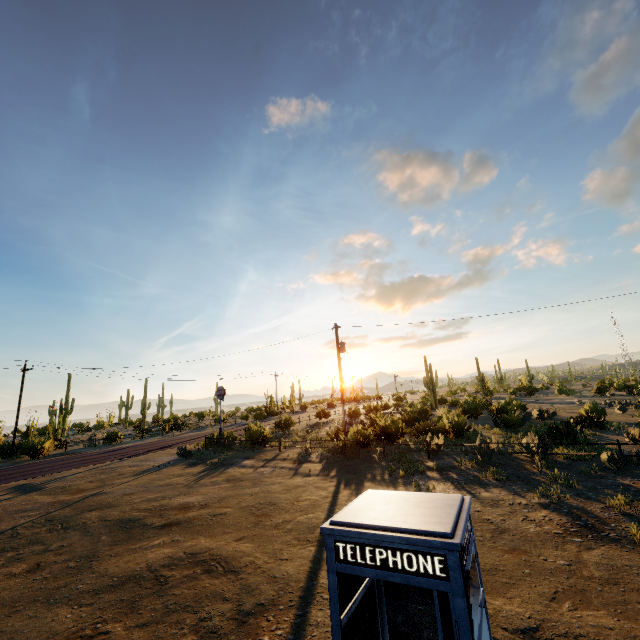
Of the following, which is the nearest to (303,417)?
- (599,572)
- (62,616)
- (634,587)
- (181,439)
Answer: (181,439)
